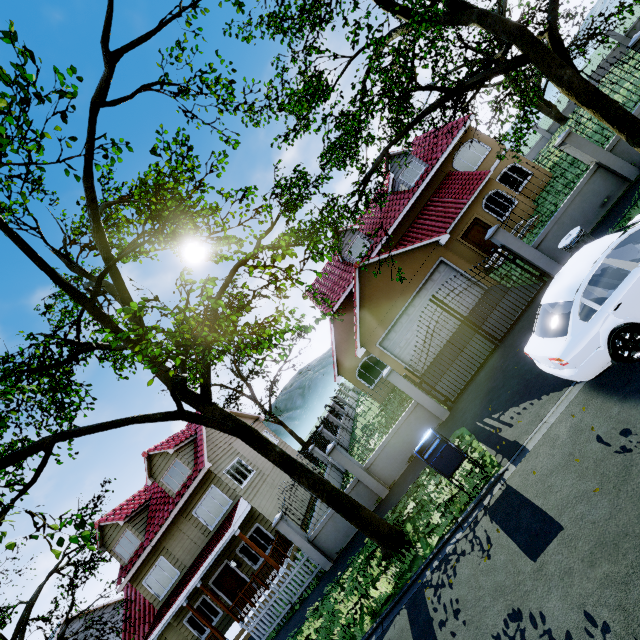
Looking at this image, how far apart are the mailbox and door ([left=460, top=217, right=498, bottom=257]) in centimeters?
1427cm

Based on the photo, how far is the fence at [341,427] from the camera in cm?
1092

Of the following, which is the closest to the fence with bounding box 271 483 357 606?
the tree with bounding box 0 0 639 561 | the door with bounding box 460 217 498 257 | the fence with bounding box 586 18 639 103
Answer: the tree with bounding box 0 0 639 561

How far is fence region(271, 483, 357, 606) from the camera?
11.3 meters

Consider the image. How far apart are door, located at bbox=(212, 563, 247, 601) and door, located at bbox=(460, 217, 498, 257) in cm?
2162

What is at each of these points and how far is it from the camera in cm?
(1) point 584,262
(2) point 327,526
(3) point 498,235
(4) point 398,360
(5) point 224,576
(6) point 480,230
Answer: (1) car, 606
(2) fence, 1141
(3) fence, 1059
(4) garage door, 1523
(5) door, 1677
(6) door, 1848

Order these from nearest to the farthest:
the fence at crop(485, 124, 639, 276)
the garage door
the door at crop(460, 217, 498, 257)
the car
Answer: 1. the car
2. the fence at crop(485, 124, 639, 276)
3. the garage door
4. the door at crop(460, 217, 498, 257)

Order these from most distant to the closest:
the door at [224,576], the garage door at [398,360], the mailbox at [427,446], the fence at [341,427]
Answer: the door at [224,576] < the garage door at [398,360] < the fence at [341,427] < the mailbox at [427,446]
